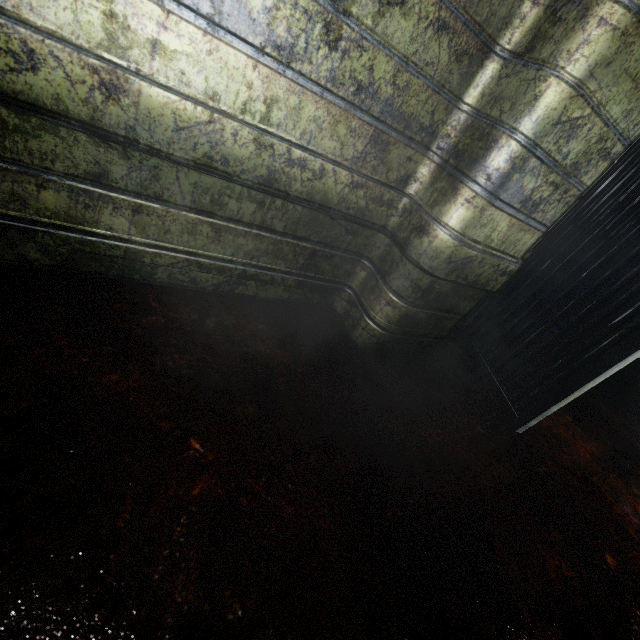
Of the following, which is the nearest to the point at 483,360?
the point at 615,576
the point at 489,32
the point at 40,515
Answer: the point at 615,576
